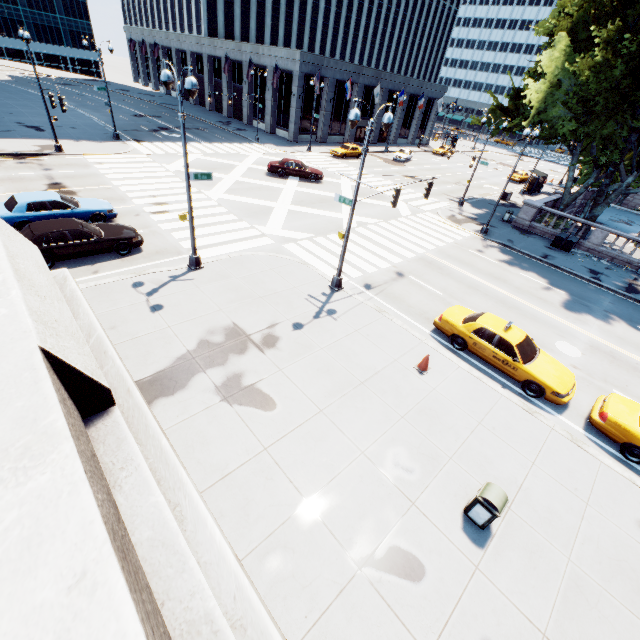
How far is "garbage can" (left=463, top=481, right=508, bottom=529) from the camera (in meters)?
7.07

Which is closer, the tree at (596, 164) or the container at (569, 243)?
the tree at (596, 164)

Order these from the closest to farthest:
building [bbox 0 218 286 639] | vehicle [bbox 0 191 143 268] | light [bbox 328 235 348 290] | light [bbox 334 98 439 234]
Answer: building [bbox 0 218 286 639], light [bbox 334 98 439 234], vehicle [bbox 0 191 143 268], light [bbox 328 235 348 290]

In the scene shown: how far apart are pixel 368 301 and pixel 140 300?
9.5 meters

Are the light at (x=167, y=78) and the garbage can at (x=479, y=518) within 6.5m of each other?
no

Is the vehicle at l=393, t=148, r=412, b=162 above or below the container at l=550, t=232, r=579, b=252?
above

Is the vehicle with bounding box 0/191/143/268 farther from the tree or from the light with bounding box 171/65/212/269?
the tree

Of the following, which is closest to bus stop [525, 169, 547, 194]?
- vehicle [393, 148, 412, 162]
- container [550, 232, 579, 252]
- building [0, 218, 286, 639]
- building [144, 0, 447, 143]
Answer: vehicle [393, 148, 412, 162]
